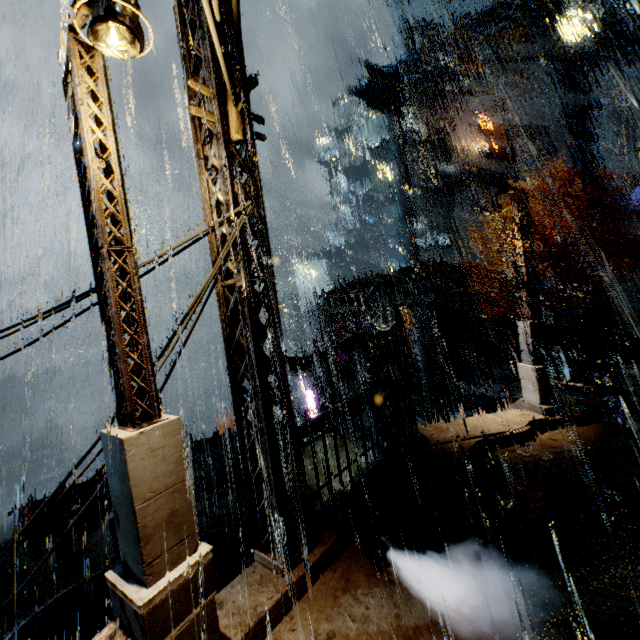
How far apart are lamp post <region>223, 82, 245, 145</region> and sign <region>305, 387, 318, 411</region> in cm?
2945

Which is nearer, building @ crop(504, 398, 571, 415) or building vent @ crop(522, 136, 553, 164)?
building @ crop(504, 398, 571, 415)

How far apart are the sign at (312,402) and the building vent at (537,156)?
35.7 meters

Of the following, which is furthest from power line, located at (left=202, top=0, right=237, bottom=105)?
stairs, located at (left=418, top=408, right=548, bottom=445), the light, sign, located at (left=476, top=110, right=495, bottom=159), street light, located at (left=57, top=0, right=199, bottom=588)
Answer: sign, located at (left=476, top=110, right=495, bottom=159)

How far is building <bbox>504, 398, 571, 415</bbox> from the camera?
10.22m

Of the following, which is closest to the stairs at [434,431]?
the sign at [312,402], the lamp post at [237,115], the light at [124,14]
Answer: the lamp post at [237,115]

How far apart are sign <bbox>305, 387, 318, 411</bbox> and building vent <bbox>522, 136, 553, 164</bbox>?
35.7 meters

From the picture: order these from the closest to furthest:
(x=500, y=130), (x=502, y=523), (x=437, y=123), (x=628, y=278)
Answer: (x=502, y=523) → (x=628, y=278) → (x=500, y=130) → (x=437, y=123)
